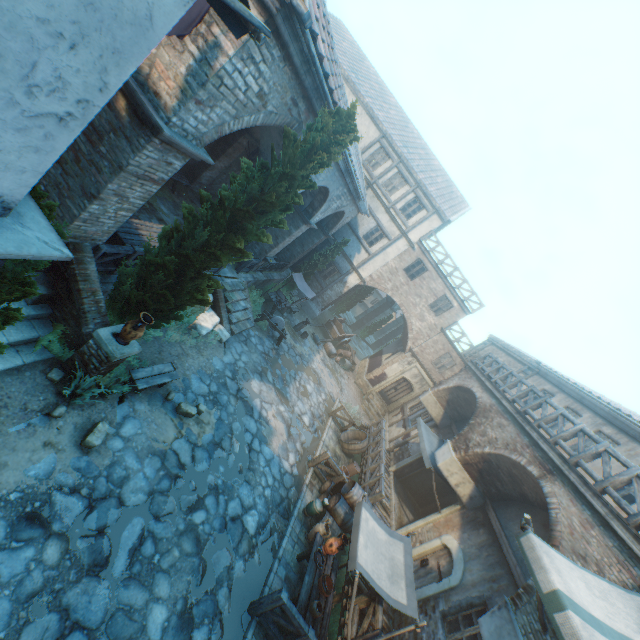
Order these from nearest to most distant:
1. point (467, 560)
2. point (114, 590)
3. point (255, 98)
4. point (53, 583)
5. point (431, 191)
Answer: point (53, 583) → point (114, 590) → point (255, 98) → point (467, 560) → point (431, 191)

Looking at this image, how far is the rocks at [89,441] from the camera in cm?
612

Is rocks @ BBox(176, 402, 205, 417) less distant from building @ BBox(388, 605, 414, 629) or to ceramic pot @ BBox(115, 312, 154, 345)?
ceramic pot @ BBox(115, 312, 154, 345)

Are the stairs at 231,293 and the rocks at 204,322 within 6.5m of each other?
yes

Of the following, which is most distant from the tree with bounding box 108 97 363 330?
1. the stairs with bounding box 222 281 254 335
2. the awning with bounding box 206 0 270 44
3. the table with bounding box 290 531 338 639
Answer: the table with bounding box 290 531 338 639

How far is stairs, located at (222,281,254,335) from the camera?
13.1 meters

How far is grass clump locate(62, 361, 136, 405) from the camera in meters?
6.3 m

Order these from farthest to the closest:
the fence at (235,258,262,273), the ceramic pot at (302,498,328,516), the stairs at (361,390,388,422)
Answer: the stairs at (361,390,388,422) < the fence at (235,258,262,273) < the ceramic pot at (302,498,328,516)
